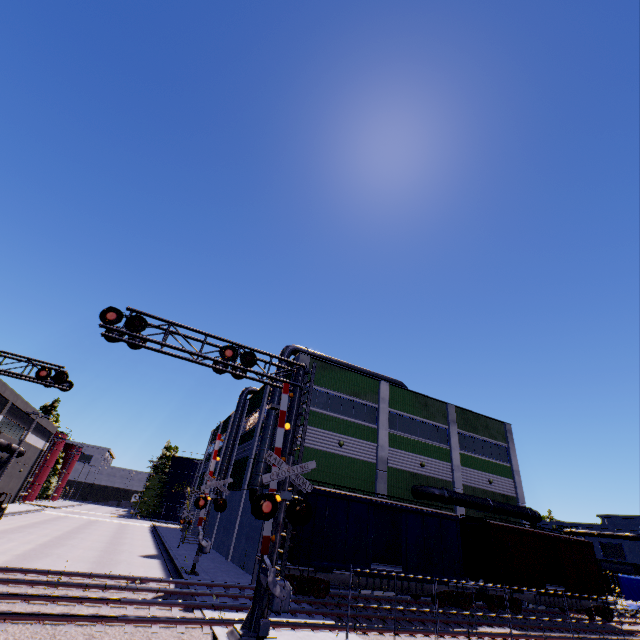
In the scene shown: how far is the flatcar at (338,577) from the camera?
15.77m

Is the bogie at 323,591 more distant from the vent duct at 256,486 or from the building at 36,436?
the vent duct at 256,486

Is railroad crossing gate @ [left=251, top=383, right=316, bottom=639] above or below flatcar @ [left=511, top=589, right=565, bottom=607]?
above

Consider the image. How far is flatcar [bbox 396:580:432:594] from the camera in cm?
1728

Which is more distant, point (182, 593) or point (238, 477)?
point (238, 477)

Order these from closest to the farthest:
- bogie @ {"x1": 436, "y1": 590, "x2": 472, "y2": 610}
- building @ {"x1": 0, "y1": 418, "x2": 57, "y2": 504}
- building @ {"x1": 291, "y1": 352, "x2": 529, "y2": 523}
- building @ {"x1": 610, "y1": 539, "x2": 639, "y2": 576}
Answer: bogie @ {"x1": 436, "y1": 590, "x2": 472, "y2": 610}, building @ {"x1": 291, "y1": 352, "x2": 529, "y2": 523}, building @ {"x1": 0, "y1": 418, "x2": 57, "y2": 504}, building @ {"x1": 610, "y1": 539, "x2": 639, "y2": 576}

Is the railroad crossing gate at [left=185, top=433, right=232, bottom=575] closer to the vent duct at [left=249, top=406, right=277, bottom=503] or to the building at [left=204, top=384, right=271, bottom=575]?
the vent duct at [left=249, top=406, right=277, bottom=503]

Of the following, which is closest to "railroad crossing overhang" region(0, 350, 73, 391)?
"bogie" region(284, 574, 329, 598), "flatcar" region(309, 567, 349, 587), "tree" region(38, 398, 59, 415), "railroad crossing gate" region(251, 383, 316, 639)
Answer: "railroad crossing gate" region(251, 383, 316, 639)
